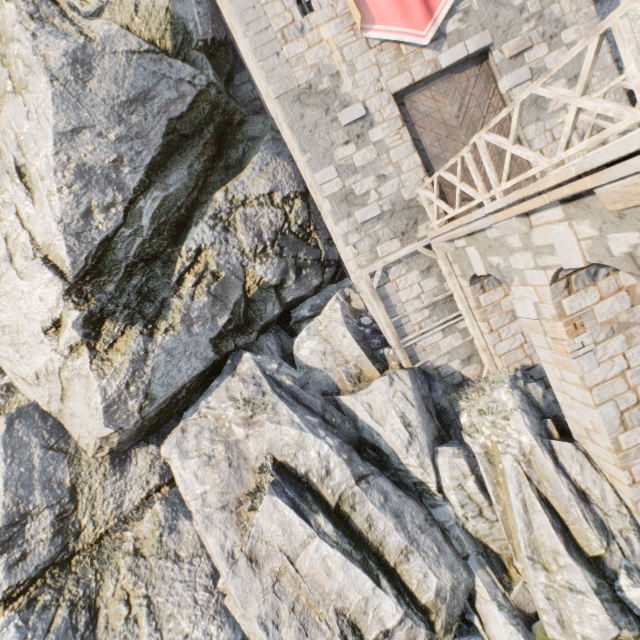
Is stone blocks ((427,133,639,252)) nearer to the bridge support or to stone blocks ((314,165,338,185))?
the bridge support

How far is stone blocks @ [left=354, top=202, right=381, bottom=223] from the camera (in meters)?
9.15

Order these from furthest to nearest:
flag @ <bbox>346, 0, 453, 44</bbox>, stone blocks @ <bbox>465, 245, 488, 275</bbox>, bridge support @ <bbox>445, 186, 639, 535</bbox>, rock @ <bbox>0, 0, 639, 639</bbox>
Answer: flag @ <bbox>346, 0, 453, 44</bbox> < stone blocks @ <bbox>465, 245, 488, 275</bbox> < rock @ <bbox>0, 0, 639, 639</bbox> < bridge support @ <bbox>445, 186, 639, 535</bbox>

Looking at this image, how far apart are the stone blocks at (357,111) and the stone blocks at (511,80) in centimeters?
393cm

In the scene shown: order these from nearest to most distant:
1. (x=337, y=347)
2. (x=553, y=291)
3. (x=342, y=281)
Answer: (x=553, y=291)
(x=337, y=347)
(x=342, y=281)

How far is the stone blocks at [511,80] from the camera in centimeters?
889cm

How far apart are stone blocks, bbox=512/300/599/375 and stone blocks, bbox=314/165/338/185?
5.63m

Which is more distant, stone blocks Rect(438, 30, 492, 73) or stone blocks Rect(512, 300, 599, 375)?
stone blocks Rect(438, 30, 492, 73)
